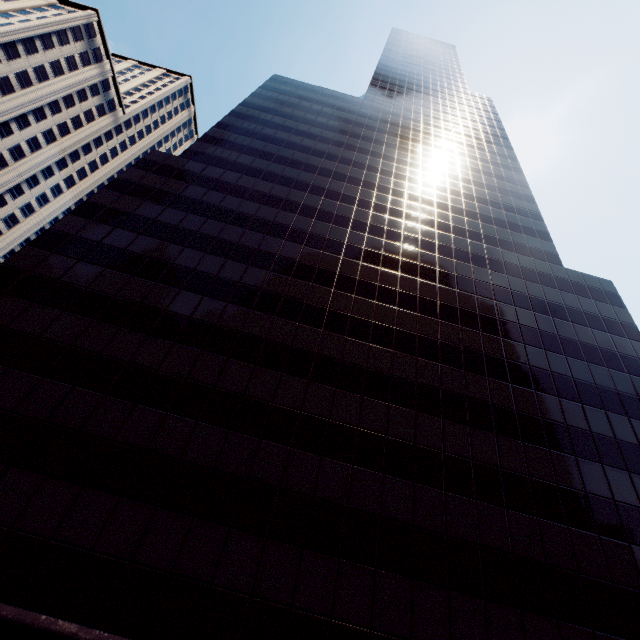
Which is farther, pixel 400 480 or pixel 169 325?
pixel 169 325

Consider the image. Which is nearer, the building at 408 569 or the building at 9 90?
the building at 408 569

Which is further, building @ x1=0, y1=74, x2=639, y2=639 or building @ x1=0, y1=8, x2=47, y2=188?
building @ x1=0, y1=8, x2=47, y2=188

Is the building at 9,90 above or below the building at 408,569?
above

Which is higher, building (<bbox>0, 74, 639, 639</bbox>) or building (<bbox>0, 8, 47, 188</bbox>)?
building (<bbox>0, 8, 47, 188</bbox>)
